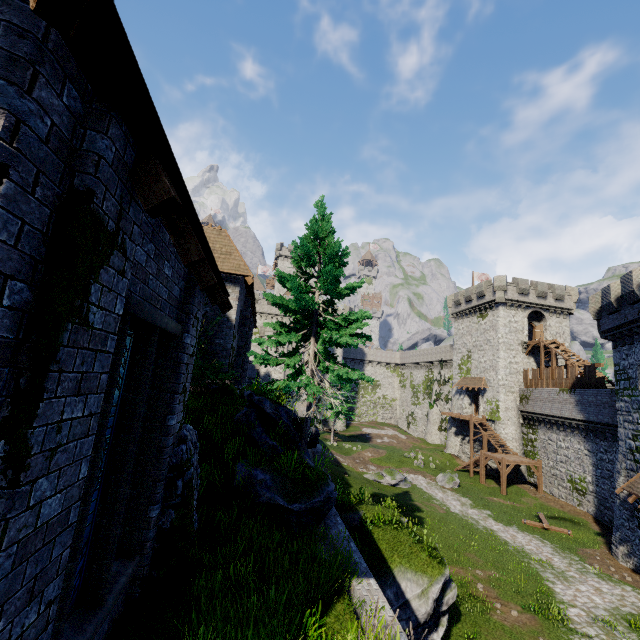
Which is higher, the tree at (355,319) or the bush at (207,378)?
the tree at (355,319)

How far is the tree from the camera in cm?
1130

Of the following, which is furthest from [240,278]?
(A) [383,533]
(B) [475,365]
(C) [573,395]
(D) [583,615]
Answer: (B) [475,365]

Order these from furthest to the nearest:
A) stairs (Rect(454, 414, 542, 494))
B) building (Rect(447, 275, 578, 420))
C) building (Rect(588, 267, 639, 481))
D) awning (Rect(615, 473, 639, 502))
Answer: building (Rect(447, 275, 578, 420)) < stairs (Rect(454, 414, 542, 494)) < building (Rect(588, 267, 639, 481)) < awning (Rect(615, 473, 639, 502))

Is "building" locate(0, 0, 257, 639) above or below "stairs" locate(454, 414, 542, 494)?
above

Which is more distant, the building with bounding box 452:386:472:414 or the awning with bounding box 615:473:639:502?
the building with bounding box 452:386:472:414

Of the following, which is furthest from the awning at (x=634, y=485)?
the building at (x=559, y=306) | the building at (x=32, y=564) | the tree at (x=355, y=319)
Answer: the building at (x=32, y=564)

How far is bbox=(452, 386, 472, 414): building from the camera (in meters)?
42.69
